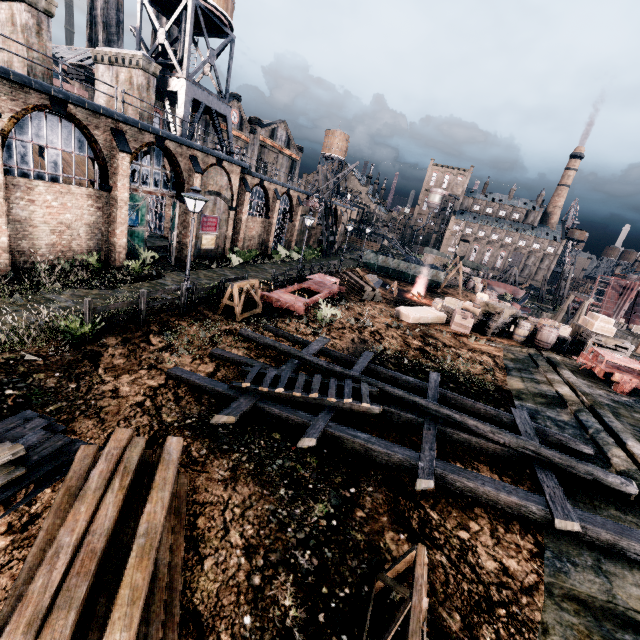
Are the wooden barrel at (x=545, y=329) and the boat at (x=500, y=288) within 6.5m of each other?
no

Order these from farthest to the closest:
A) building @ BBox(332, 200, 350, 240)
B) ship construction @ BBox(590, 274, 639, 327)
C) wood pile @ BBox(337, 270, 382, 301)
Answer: ship construction @ BBox(590, 274, 639, 327) → building @ BBox(332, 200, 350, 240) → wood pile @ BBox(337, 270, 382, 301)

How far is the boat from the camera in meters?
51.2 m

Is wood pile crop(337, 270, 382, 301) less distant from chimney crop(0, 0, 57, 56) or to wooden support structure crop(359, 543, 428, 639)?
wooden support structure crop(359, 543, 428, 639)

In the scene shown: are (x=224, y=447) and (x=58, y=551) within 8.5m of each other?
yes

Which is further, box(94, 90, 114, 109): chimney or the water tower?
the water tower

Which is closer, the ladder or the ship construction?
the ladder

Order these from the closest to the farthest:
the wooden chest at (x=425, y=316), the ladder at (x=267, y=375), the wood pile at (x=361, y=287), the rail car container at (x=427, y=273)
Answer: the ladder at (x=267, y=375) < the wooden chest at (x=425, y=316) < the wood pile at (x=361, y=287) < the rail car container at (x=427, y=273)
